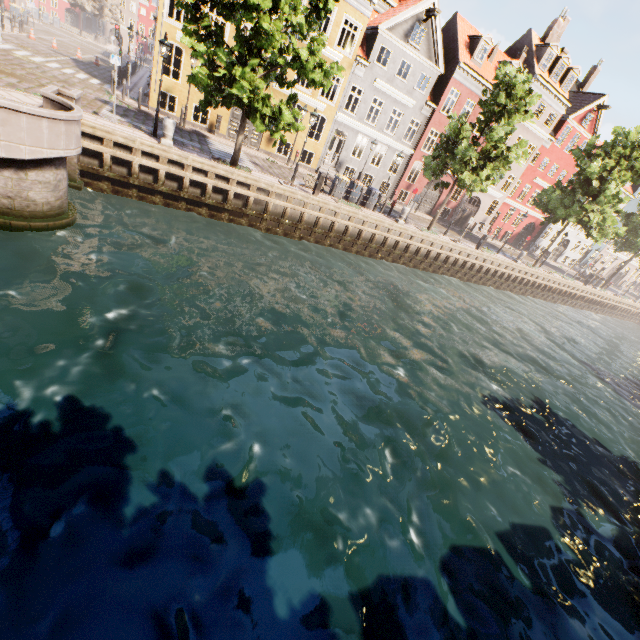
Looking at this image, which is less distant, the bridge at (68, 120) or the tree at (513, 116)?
the bridge at (68, 120)

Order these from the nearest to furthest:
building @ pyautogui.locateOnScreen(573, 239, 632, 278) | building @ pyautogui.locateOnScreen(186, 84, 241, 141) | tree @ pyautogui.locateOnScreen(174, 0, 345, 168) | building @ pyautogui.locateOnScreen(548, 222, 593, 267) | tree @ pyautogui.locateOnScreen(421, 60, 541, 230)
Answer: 1. tree @ pyautogui.locateOnScreen(174, 0, 345, 168)
2. tree @ pyautogui.locateOnScreen(421, 60, 541, 230)
3. building @ pyautogui.locateOnScreen(186, 84, 241, 141)
4. building @ pyautogui.locateOnScreen(548, 222, 593, 267)
5. building @ pyautogui.locateOnScreen(573, 239, 632, 278)

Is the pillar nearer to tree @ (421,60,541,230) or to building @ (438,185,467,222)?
tree @ (421,60,541,230)

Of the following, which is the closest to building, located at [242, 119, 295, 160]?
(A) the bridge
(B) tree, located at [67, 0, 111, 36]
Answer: (B) tree, located at [67, 0, 111, 36]

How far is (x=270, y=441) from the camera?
6.8 meters

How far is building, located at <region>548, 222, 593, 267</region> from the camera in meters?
42.6

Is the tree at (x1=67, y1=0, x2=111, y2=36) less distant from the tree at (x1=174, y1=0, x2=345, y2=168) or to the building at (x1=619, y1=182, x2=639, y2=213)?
the building at (x1=619, y1=182, x2=639, y2=213)

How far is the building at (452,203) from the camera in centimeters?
3212cm
